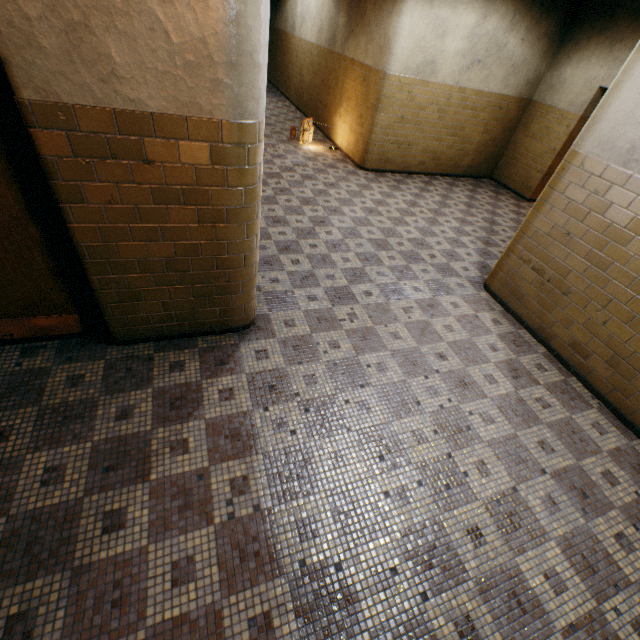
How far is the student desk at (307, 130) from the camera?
8.4 meters

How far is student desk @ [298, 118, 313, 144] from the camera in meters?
8.4 m

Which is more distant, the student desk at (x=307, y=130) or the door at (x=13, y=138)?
the student desk at (x=307, y=130)

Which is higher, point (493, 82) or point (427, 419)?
point (493, 82)

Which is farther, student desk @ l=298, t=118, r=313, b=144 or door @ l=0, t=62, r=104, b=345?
student desk @ l=298, t=118, r=313, b=144
